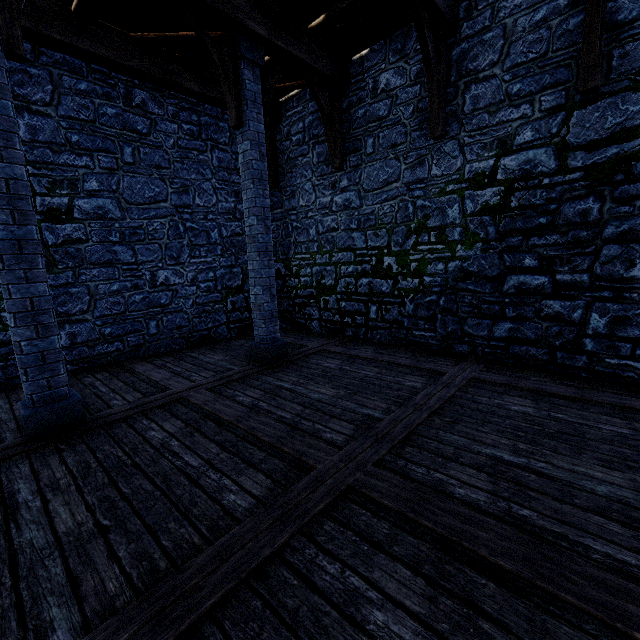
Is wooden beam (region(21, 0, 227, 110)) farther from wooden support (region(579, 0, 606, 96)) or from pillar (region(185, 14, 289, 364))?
wooden support (region(579, 0, 606, 96))

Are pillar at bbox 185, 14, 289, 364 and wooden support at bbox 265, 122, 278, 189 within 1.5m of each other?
no

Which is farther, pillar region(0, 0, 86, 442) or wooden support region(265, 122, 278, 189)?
wooden support region(265, 122, 278, 189)

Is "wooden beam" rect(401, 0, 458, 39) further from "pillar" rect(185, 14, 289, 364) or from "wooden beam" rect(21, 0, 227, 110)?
"wooden beam" rect(21, 0, 227, 110)

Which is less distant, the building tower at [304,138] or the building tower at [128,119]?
the building tower at [304,138]

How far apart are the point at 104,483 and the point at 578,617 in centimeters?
343cm

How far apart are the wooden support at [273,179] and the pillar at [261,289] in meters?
2.0

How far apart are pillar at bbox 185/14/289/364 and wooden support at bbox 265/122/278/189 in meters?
2.0
